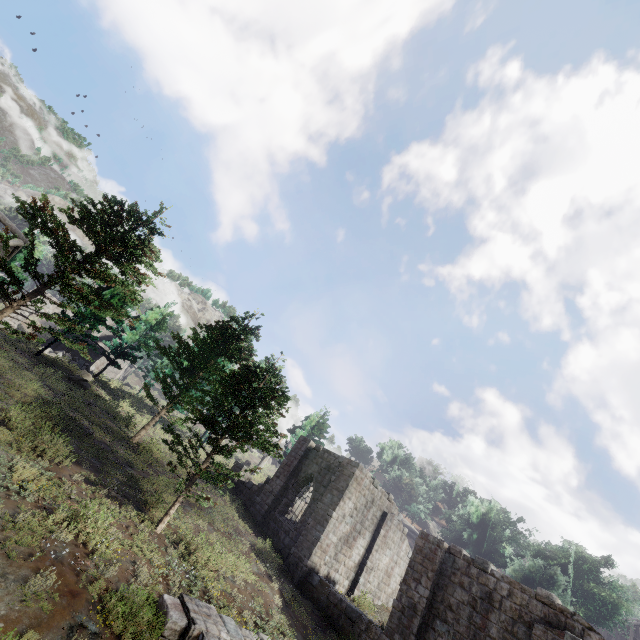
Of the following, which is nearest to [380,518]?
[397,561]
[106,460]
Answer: [397,561]

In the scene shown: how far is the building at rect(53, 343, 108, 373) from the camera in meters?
38.8 m

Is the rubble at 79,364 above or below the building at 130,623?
above

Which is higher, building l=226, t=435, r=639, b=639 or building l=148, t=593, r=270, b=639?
building l=226, t=435, r=639, b=639

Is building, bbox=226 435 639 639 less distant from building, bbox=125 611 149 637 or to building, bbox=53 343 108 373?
building, bbox=125 611 149 637

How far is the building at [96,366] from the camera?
38.8 meters

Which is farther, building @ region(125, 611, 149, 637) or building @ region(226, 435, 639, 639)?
building @ region(226, 435, 639, 639)

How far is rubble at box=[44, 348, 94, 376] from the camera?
28.7 meters
